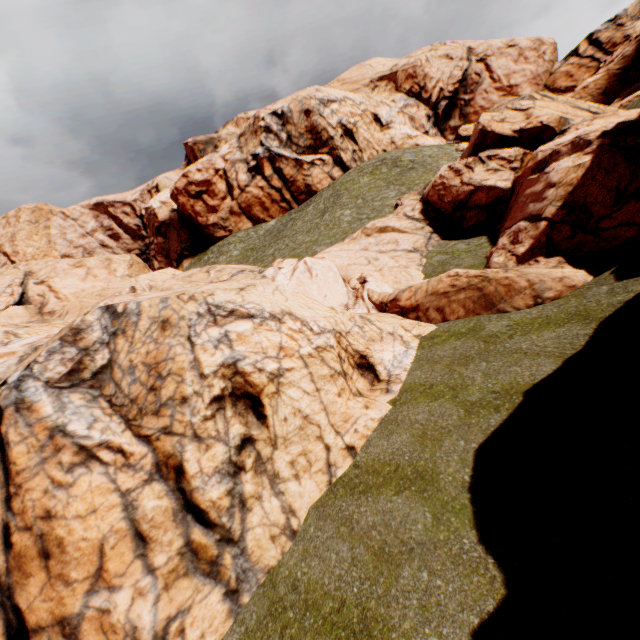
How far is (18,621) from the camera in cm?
684
